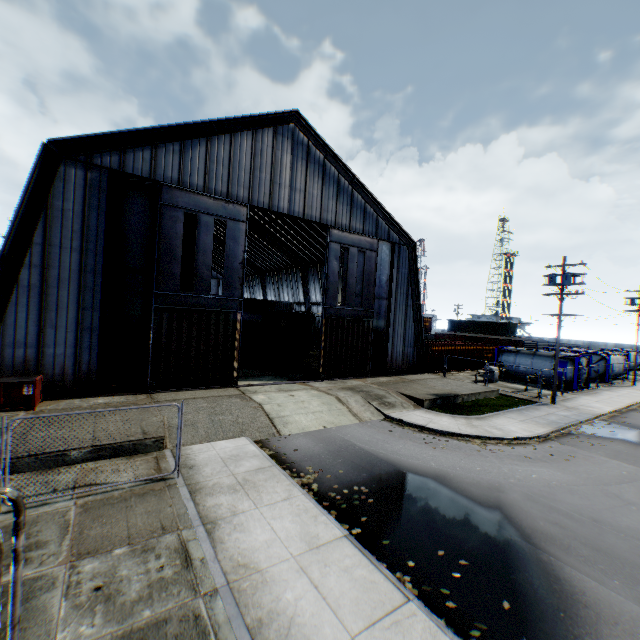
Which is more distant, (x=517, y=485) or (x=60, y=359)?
(x=60, y=359)

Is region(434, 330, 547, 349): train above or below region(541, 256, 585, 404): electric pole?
below

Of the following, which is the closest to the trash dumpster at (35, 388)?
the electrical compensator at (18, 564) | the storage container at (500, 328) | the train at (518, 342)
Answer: the electrical compensator at (18, 564)

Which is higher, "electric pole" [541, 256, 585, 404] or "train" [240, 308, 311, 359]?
"electric pole" [541, 256, 585, 404]

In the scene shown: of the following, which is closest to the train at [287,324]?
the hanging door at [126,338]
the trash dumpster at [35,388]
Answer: the hanging door at [126,338]

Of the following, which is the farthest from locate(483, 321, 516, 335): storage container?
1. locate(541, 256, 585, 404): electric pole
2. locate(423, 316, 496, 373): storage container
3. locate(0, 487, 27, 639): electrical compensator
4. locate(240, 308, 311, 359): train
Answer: locate(0, 487, 27, 639): electrical compensator

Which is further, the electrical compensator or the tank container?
the tank container

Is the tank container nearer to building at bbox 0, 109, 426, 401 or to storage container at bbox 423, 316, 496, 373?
storage container at bbox 423, 316, 496, 373
